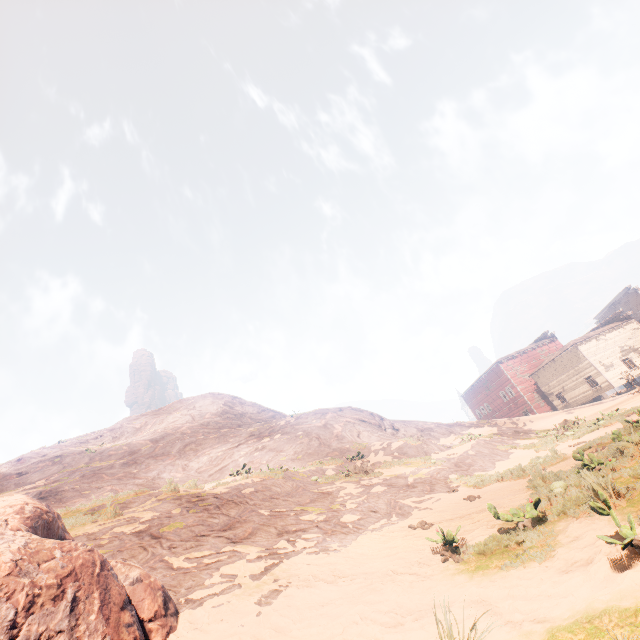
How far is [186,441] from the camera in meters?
25.8

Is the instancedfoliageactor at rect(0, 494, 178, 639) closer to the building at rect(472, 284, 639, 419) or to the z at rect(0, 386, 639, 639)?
the z at rect(0, 386, 639, 639)

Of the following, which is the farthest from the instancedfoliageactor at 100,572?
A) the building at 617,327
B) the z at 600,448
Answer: the building at 617,327

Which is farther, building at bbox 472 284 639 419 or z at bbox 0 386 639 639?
building at bbox 472 284 639 419

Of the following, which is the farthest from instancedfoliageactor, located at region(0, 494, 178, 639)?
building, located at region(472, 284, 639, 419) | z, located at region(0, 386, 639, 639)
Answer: building, located at region(472, 284, 639, 419)

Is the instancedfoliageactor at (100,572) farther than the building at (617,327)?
No

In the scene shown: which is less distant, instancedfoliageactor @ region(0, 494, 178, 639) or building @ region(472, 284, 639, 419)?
instancedfoliageactor @ region(0, 494, 178, 639)
